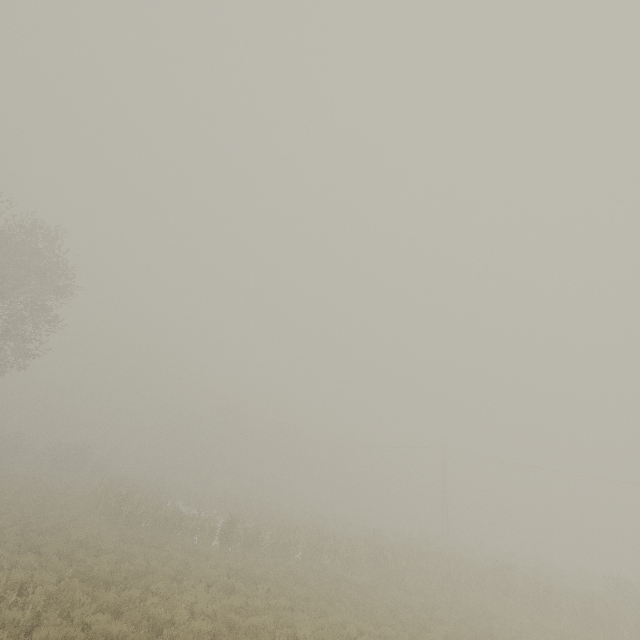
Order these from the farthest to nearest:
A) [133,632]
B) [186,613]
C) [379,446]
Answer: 1. [379,446]
2. [186,613]
3. [133,632]
